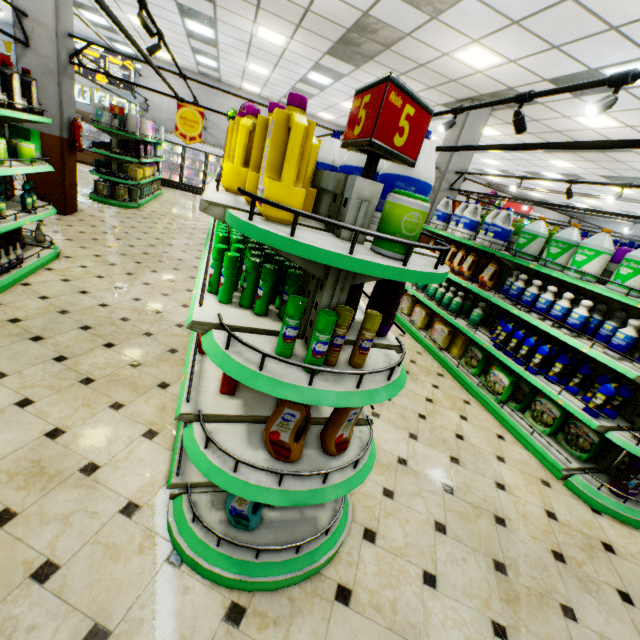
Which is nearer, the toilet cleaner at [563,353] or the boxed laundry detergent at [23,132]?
the toilet cleaner at [563,353]

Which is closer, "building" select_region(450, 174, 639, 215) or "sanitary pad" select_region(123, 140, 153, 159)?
"sanitary pad" select_region(123, 140, 153, 159)

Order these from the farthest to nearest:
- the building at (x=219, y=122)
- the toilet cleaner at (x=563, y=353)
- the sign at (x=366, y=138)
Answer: the building at (x=219, y=122), the toilet cleaner at (x=563, y=353), the sign at (x=366, y=138)

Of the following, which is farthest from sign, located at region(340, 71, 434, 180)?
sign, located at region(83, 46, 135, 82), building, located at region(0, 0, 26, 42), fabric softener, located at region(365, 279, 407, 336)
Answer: sign, located at region(83, 46, 135, 82)

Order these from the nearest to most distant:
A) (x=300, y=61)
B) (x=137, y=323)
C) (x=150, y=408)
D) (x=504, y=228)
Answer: (x=150, y=408) → (x=137, y=323) → (x=504, y=228) → (x=300, y=61)

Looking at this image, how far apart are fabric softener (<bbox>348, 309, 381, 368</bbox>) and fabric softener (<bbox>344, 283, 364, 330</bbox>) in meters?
0.3

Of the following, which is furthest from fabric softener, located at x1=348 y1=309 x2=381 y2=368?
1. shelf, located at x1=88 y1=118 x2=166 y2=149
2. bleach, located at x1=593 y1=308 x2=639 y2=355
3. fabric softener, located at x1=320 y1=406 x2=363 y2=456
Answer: shelf, located at x1=88 y1=118 x2=166 y2=149

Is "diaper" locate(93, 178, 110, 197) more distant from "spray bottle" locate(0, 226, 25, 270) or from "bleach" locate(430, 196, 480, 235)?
"bleach" locate(430, 196, 480, 235)
